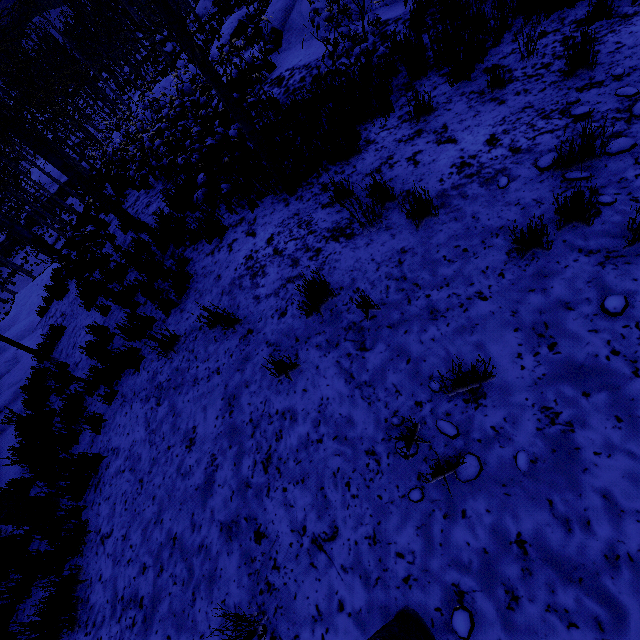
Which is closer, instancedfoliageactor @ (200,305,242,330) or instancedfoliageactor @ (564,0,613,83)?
instancedfoliageactor @ (564,0,613,83)

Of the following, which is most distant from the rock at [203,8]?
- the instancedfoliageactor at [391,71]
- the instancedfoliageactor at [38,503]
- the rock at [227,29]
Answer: the instancedfoliageactor at [391,71]

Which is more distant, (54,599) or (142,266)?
(142,266)

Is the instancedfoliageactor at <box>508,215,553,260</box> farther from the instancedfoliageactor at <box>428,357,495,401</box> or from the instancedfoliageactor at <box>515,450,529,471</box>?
the instancedfoliageactor at <box>515,450,529,471</box>

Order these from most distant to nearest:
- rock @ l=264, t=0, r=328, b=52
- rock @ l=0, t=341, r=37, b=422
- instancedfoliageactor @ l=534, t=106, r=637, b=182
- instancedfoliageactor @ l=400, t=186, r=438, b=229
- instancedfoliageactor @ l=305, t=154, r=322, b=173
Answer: rock @ l=264, t=0, r=328, b=52 → rock @ l=0, t=341, r=37, b=422 → instancedfoliageactor @ l=305, t=154, r=322, b=173 → instancedfoliageactor @ l=400, t=186, r=438, b=229 → instancedfoliageactor @ l=534, t=106, r=637, b=182

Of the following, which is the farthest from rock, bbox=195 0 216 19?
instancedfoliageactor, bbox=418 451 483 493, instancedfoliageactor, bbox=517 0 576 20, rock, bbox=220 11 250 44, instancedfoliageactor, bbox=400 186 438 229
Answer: instancedfoliageactor, bbox=418 451 483 493

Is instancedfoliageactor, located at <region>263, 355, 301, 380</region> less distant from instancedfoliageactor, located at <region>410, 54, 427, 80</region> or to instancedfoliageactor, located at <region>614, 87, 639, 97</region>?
instancedfoliageactor, located at <region>614, 87, 639, 97</region>

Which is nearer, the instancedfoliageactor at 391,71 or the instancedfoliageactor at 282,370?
the instancedfoliageactor at 282,370
